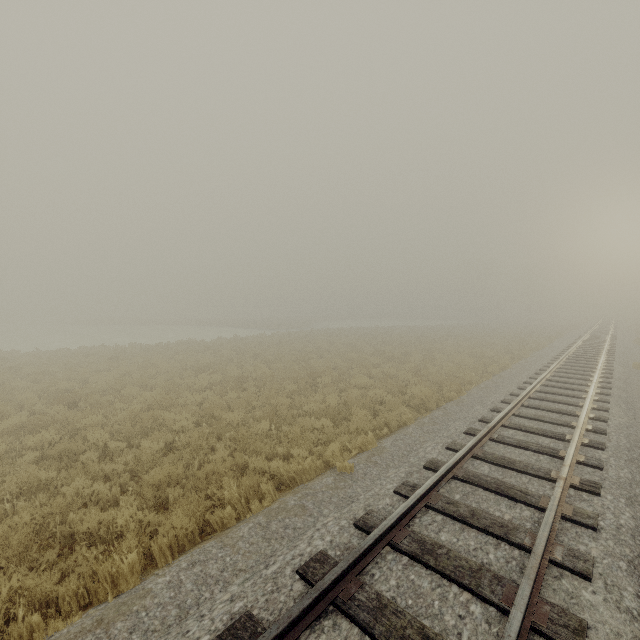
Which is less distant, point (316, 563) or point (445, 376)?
point (316, 563)
